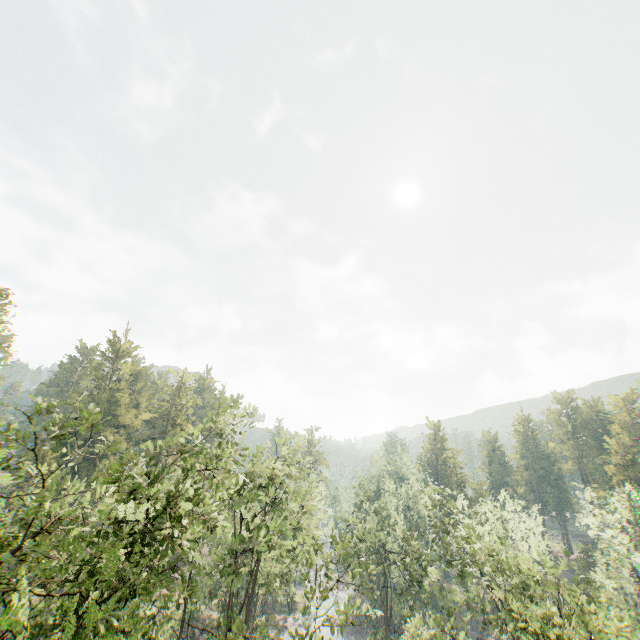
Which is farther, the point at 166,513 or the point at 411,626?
the point at 411,626

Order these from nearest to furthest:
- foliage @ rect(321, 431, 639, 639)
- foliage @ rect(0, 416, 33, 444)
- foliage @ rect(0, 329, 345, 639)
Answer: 1. foliage @ rect(0, 329, 345, 639)
2. foliage @ rect(0, 416, 33, 444)
3. foliage @ rect(321, 431, 639, 639)

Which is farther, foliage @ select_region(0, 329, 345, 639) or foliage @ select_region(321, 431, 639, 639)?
foliage @ select_region(321, 431, 639, 639)

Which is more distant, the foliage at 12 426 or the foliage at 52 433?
the foliage at 12 426

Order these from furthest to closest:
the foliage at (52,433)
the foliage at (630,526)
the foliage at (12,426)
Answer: the foliage at (630,526)
the foliage at (12,426)
the foliage at (52,433)
